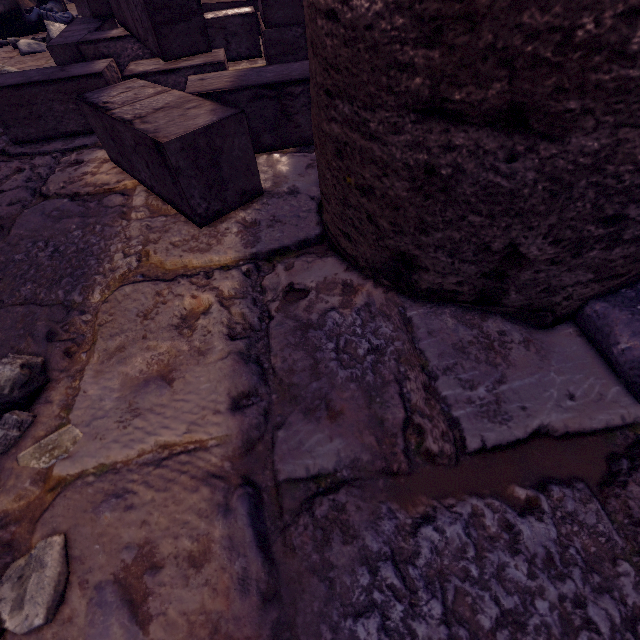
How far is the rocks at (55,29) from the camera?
3.46m

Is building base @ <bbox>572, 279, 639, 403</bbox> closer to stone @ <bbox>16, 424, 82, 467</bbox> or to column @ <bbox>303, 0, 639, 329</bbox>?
column @ <bbox>303, 0, 639, 329</bbox>

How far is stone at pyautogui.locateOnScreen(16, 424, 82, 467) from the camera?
0.73m

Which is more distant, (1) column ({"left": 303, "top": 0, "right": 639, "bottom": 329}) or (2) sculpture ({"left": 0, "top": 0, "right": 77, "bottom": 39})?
(2) sculpture ({"left": 0, "top": 0, "right": 77, "bottom": 39})

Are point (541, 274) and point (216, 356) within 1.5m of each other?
yes

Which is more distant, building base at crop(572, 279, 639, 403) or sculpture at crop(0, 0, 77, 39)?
sculpture at crop(0, 0, 77, 39)

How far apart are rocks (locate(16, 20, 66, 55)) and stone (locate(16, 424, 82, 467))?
4.37m

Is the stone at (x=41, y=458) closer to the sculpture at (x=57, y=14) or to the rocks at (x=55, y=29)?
the rocks at (x=55, y=29)
